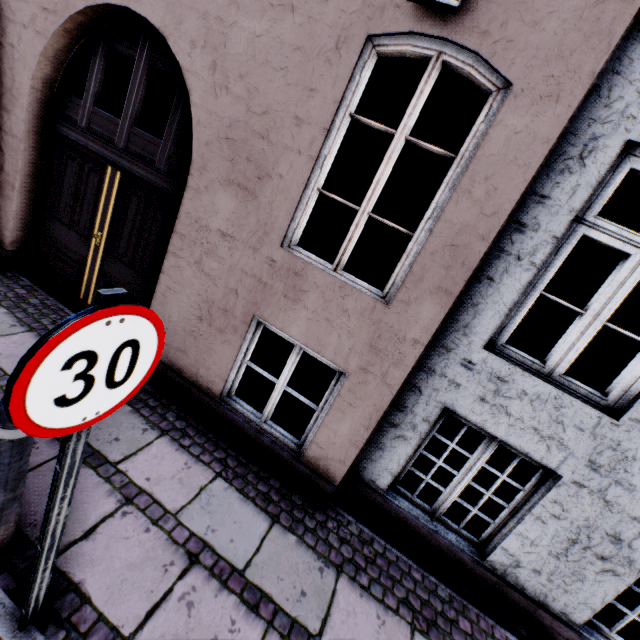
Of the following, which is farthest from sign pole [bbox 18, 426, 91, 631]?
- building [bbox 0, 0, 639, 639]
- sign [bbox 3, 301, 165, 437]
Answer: building [bbox 0, 0, 639, 639]

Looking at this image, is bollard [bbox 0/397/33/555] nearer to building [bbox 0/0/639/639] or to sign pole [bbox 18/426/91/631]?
sign pole [bbox 18/426/91/631]

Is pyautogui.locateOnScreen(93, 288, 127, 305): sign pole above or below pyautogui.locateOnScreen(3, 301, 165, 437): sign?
above

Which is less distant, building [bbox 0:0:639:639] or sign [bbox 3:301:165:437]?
sign [bbox 3:301:165:437]

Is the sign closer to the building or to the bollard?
the bollard

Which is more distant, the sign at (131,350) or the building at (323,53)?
the building at (323,53)

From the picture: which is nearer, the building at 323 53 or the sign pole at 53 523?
the sign pole at 53 523

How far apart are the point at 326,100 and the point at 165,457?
3.38m
